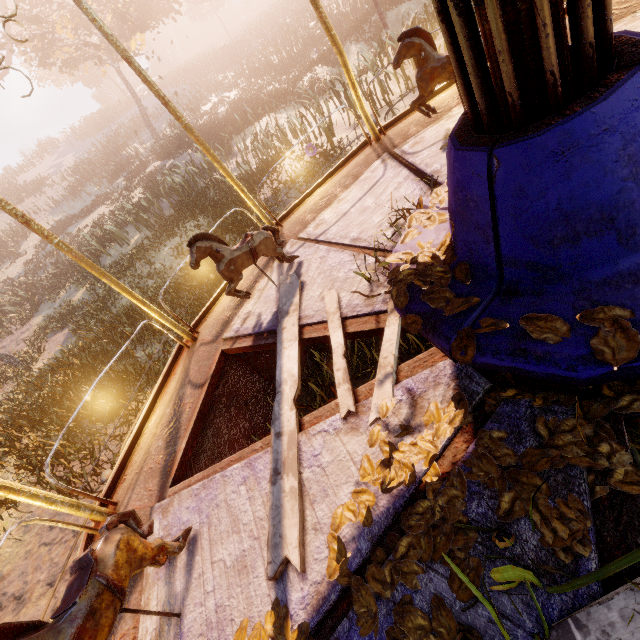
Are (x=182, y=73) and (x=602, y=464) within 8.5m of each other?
no

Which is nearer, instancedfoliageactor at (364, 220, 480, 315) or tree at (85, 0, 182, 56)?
instancedfoliageactor at (364, 220, 480, 315)

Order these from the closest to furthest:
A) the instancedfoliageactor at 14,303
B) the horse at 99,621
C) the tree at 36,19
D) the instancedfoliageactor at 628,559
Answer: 1. the instancedfoliageactor at 628,559
2. the horse at 99,621
3. the instancedfoliageactor at 14,303
4. the tree at 36,19

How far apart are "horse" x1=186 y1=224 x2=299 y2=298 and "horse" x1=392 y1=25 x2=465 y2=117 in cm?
208

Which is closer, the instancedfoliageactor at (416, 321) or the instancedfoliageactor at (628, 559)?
the instancedfoliageactor at (628, 559)

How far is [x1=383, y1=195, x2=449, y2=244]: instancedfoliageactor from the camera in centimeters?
183cm

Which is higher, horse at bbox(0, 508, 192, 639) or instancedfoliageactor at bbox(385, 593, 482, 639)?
horse at bbox(0, 508, 192, 639)

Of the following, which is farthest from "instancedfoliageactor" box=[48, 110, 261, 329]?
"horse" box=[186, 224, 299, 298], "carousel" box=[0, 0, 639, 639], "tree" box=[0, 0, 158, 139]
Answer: "tree" box=[0, 0, 158, 139]
